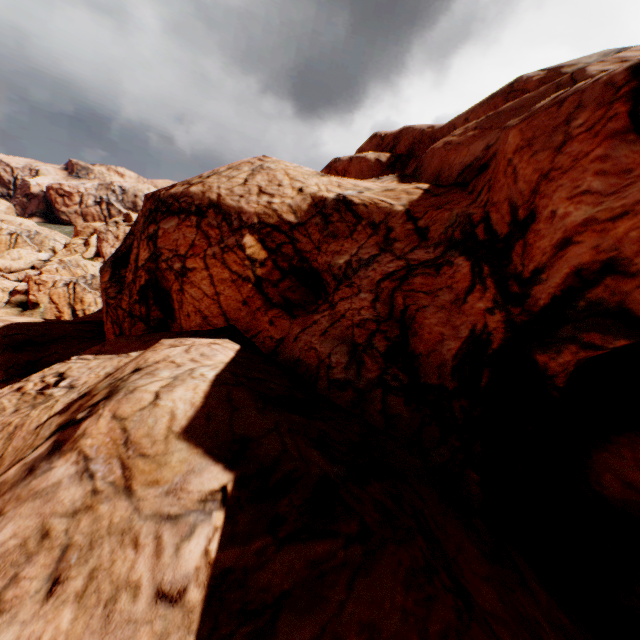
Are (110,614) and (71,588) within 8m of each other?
yes
